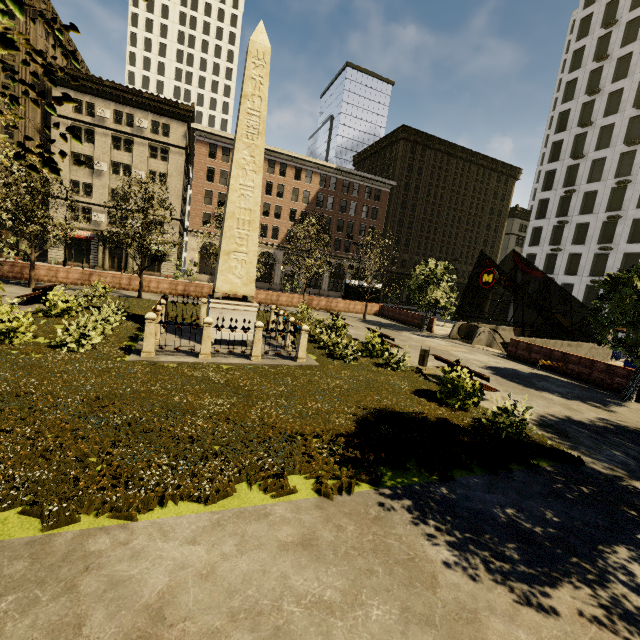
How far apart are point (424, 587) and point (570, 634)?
1.53m

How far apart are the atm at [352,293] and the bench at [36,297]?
22.5m

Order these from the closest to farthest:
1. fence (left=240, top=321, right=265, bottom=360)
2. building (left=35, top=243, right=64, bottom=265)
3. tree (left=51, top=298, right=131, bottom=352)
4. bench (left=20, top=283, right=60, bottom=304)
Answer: tree (left=51, top=298, right=131, bottom=352)
fence (left=240, top=321, right=265, bottom=360)
bench (left=20, top=283, right=60, bottom=304)
building (left=35, top=243, right=64, bottom=265)

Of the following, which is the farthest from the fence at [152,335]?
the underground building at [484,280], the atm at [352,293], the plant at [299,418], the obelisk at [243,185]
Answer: the atm at [352,293]

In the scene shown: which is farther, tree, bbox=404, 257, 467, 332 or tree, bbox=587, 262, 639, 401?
tree, bbox=404, 257, 467, 332

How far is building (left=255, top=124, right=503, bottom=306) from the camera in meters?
47.4

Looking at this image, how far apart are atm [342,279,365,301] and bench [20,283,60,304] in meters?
22.5

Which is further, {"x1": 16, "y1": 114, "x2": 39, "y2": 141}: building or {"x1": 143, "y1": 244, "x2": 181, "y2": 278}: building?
{"x1": 143, "y1": 244, "x2": 181, "y2": 278}: building
